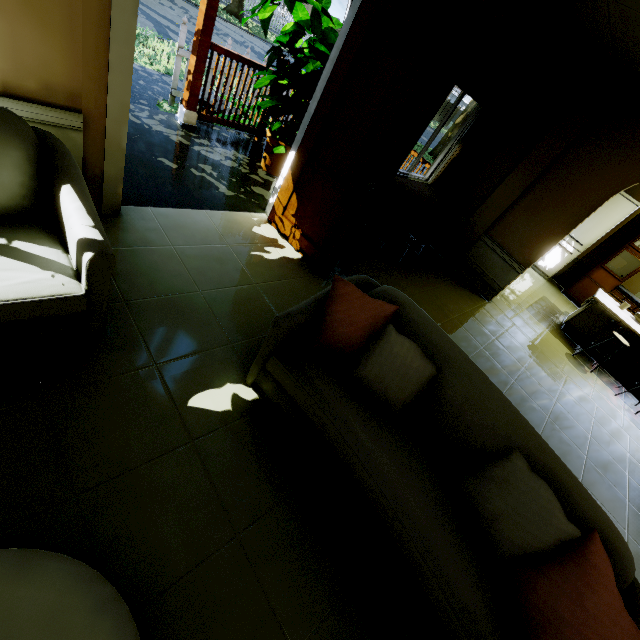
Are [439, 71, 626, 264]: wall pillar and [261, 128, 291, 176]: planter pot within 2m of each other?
no

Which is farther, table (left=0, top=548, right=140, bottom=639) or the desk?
the desk

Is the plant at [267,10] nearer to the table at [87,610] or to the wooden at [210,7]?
the wooden at [210,7]

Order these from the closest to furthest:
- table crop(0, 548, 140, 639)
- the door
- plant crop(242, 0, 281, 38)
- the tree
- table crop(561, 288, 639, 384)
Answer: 1. table crop(0, 548, 140, 639)
2. the door
3. plant crop(242, 0, 281, 38)
4. table crop(561, 288, 639, 384)
5. the tree

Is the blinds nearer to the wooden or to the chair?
the chair

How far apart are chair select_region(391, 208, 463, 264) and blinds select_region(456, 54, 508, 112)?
1.3m

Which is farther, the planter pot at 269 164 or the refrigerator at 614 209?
the refrigerator at 614 209

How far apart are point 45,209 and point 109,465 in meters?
1.3
